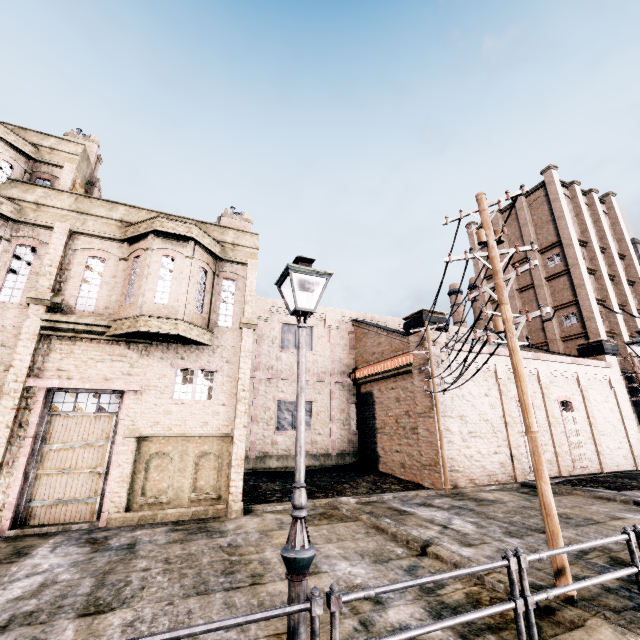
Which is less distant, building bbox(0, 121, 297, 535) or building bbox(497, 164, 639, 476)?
building bbox(0, 121, 297, 535)

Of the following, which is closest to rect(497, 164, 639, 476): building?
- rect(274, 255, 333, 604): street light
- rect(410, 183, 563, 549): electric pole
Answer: rect(410, 183, 563, 549): electric pole

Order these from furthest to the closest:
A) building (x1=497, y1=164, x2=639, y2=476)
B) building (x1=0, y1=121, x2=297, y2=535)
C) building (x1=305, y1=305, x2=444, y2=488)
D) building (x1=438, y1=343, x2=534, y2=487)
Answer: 1. building (x1=497, y1=164, x2=639, y2=476)
2. building (x1=305, y1=305, x2=444, y2=488)
3. building (x1=438, y1=343, x2=534, y2=487)
4. building (x1=0, y1=121, x2=297, y2=535)

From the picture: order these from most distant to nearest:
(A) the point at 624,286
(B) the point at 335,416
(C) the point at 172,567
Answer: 1. (A) the point at 624,286
2. (B) the point at 335,416
3. (C) the point at 172,567

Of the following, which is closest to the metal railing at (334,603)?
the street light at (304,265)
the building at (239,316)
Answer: the street light at (304,265)

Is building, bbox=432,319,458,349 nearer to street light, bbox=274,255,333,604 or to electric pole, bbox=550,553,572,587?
electric pole, bbox=550,553,572,587
